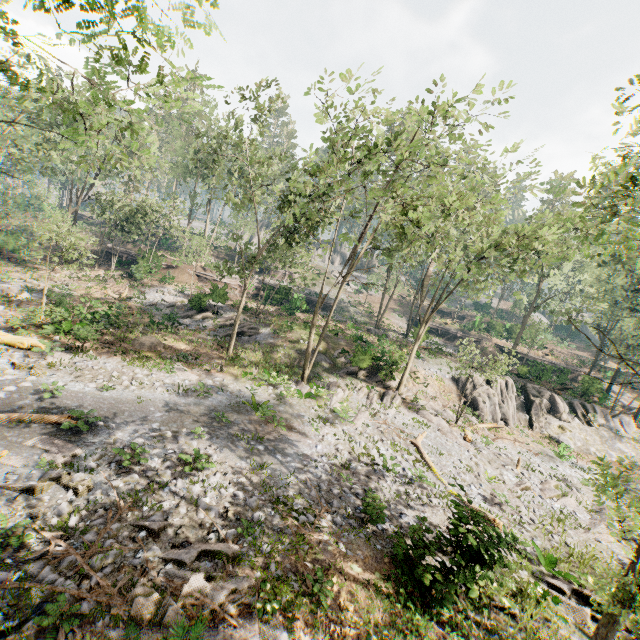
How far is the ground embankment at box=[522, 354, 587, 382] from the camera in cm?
3397

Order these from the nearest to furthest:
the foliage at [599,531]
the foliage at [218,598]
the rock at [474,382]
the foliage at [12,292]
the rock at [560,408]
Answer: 1. the foliage at [599,531]
2. the foliage at [218,598]
3. the foliage at [12,292]
4. the rock at [560,408]
5. the rock at [474,382]

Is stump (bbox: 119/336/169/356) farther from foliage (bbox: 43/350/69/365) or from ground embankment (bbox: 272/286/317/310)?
ground embankment (bbox: 272/286/317/310)

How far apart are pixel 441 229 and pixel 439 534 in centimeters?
1721cm

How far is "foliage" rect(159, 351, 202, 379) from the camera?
19.22m

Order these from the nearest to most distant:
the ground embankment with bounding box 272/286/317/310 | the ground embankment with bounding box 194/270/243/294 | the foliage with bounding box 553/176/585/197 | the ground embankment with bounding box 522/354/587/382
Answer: the foliage with bounding box 553/176/585/197 → the ground embankment with bounding box 194/270/243/294 → the ground embankment with bounding box 522/354/587/382 → the ground embankment with bounding box 272/286/317/310

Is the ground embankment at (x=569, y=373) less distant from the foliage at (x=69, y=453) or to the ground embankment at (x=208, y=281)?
the foliage at (x=69, y=453)

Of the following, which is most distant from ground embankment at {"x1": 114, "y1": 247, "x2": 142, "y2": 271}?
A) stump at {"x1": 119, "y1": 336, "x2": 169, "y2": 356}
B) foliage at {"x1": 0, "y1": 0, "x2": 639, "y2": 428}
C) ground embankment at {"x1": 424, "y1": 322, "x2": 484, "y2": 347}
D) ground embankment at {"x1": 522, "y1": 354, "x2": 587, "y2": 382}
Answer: ground embankment at {"x1": 522, "y1": 354, "x2": 587, "y2": 382}
